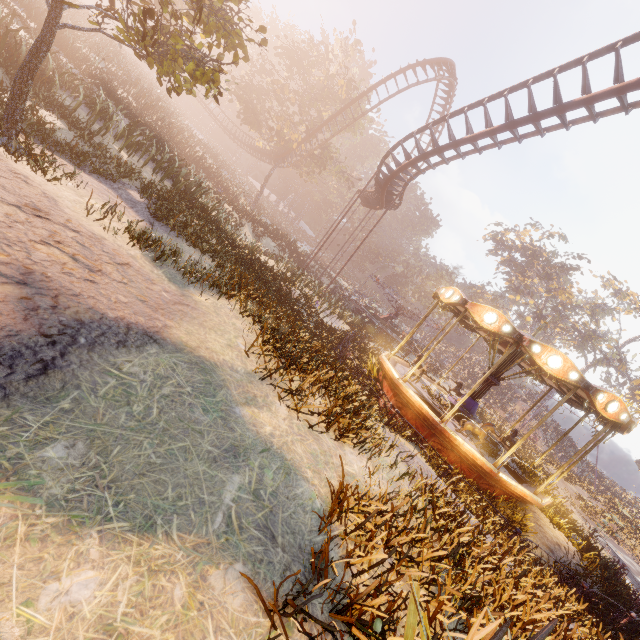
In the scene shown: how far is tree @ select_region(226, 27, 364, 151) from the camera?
32.8m

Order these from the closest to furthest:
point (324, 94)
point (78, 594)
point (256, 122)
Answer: point (78, 594) → point (324, 94) → point (256, 122)

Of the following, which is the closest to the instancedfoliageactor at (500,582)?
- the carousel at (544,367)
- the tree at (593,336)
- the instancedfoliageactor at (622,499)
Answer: the carousel at (544,367)

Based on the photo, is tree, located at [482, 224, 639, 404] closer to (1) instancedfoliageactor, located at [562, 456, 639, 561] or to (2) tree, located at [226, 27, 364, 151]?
(1) instancedfoliageactor, located at [562, 456, 639, 561]

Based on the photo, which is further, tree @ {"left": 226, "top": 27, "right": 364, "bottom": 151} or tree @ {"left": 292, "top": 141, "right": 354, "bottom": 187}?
tree @ {"left": 292, "top": 141, "right": 354, "bottom": 187}

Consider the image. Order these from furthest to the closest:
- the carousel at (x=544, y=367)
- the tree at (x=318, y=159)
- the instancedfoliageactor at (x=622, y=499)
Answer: the tree at (x=318, y=159), the instancedfoliageactor at (x=622, y=499), the carousel at (x=544, y=367)

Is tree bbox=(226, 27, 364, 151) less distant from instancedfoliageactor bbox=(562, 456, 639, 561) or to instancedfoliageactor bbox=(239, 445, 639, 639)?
instancedfoliageactor bbox=(239, 445, 639, 639)

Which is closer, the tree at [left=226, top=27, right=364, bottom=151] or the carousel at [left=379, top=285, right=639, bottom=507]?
the carousel at [left=379, top=285, right=639, bottom=507]
